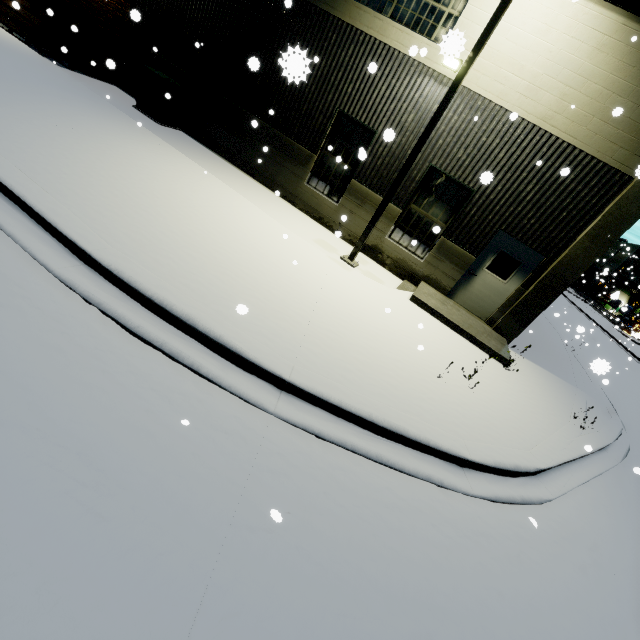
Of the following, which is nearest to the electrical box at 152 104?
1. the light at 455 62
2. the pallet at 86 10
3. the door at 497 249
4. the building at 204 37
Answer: the building at 204 37

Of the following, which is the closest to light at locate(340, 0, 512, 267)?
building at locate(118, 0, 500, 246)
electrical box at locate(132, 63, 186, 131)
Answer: building at locate(118, 0, 500, 246)

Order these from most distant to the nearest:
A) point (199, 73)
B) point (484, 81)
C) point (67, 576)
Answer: point (199, 73) → point (484, 81) → point (67, 576)

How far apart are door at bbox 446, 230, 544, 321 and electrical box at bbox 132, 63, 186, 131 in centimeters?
1181cm

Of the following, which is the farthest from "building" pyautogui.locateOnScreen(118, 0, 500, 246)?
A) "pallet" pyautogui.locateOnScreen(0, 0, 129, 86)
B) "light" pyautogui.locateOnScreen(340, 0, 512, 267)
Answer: "light" pyautogui.locateOnScreen(340, 0, 512, 267)

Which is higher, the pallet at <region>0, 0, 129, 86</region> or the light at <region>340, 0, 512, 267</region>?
the light at <region>340, 0, 512, 267</region>

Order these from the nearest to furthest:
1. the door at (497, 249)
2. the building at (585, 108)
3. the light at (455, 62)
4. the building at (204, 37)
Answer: the light at (455, 62) < the building at (585, 108) < the building at (204, 37) < the door at (497, 249)

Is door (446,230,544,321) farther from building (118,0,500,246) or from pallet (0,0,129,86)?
pallet (0,0,129,86)
